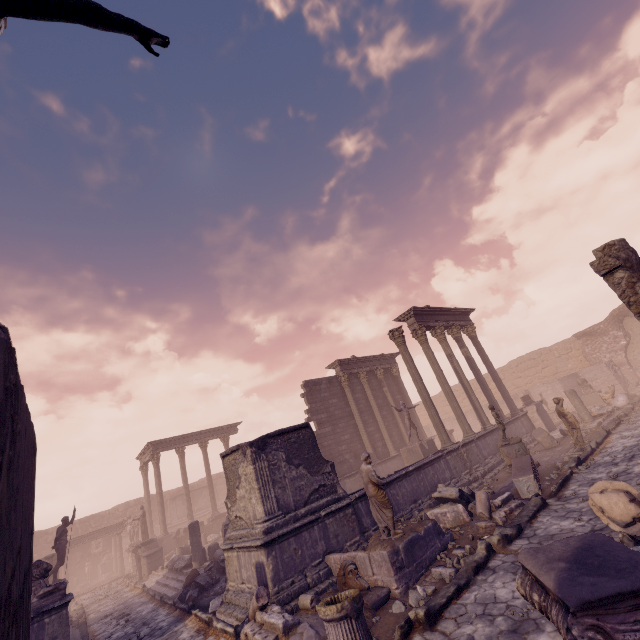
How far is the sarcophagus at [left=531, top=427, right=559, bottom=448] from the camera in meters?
14.2

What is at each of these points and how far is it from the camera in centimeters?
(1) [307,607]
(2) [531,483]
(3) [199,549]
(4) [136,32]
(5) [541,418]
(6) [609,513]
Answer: (1) debris pile, 657cm
(2) sarcophagus, 916cm
(3) building debris, 1412cm
(4) sculpture, 212cm
(5) relief sculpture, 1727cm
(6) sculpture, 518cm

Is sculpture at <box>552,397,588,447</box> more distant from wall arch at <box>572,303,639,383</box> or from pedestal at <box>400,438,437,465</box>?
wall arch at <box>572,303,639,383</box>

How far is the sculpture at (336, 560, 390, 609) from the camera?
6.2 meters

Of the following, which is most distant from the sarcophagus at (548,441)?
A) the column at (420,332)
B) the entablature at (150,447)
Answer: the entablature at (150,447)

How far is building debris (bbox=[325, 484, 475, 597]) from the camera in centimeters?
659cm

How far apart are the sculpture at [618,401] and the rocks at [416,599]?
18.0 meters

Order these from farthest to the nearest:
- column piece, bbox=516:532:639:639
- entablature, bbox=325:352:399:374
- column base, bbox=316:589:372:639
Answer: entablature, bbox=325:352:399:374 → column base, bbox=316:589:372:639 → column piece, bbox=516:532:639:639
